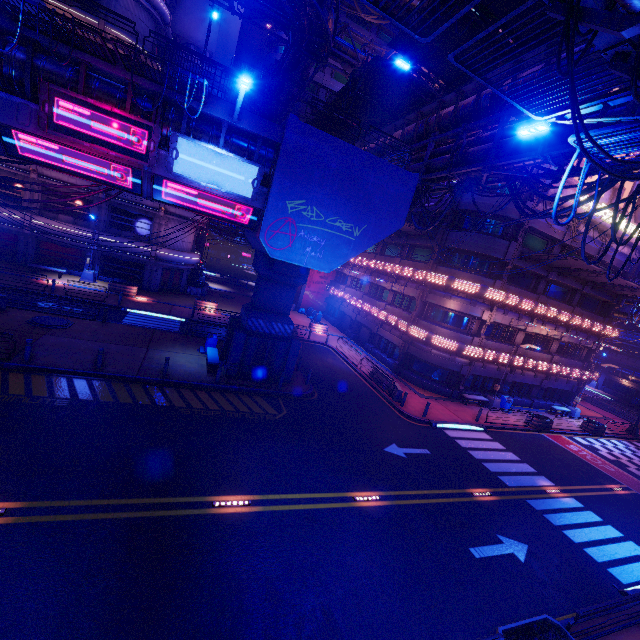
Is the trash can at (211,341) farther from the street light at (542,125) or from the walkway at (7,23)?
the street light at (542,125)

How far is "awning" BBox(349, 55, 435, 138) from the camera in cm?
1805

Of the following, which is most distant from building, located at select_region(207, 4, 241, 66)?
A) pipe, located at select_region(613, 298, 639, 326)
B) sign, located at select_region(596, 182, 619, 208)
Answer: pipe, located at select_region(613, 298, 639, 326)

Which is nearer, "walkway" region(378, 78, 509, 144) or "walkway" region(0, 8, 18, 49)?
"walkway" region(0, 8, 18, 49)

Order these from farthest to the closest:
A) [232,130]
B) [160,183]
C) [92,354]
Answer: [92,354] < [232,130] < [160,183]

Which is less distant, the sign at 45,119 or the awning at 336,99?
the sign at 45,119

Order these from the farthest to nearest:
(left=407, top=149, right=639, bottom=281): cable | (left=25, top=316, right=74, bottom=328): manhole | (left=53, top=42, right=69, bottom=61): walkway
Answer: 1. (left=25, top=316, right=74, bottom=328): manhole
2. (left=53, top=42, right=69, bottom=61): walkway
3. (left=407, top=149, right=639, bottom=281): cable

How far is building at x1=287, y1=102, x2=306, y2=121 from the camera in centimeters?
3931cm
